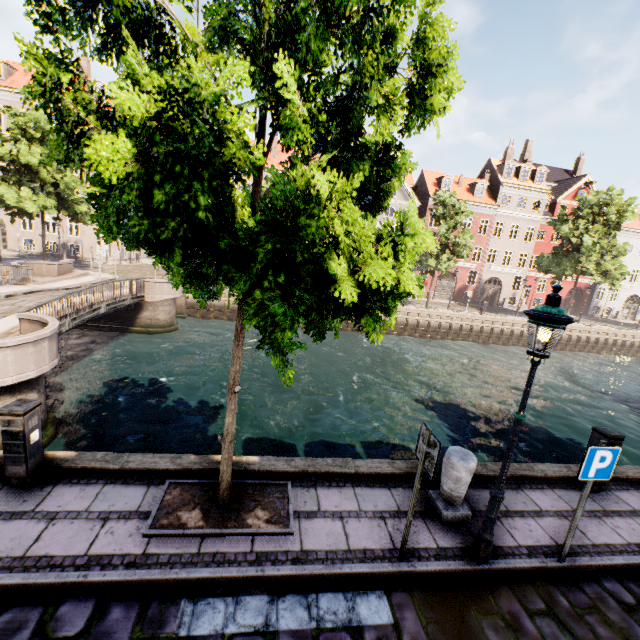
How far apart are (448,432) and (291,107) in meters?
12.8 m

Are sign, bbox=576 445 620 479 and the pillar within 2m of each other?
yes

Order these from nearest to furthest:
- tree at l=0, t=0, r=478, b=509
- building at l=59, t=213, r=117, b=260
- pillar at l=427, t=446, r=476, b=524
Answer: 1. tree at l=0, t=0, r=478, b=509
2. pillar at l=427, t=446, r=476, b=524
3. building at l=59, t=213, r=117, b=260

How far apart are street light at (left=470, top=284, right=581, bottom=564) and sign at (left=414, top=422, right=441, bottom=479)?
1.0 meters

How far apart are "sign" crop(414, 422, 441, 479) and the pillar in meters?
1.1 m

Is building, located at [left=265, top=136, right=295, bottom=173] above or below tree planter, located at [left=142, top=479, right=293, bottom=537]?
above

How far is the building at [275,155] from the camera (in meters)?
32.34
